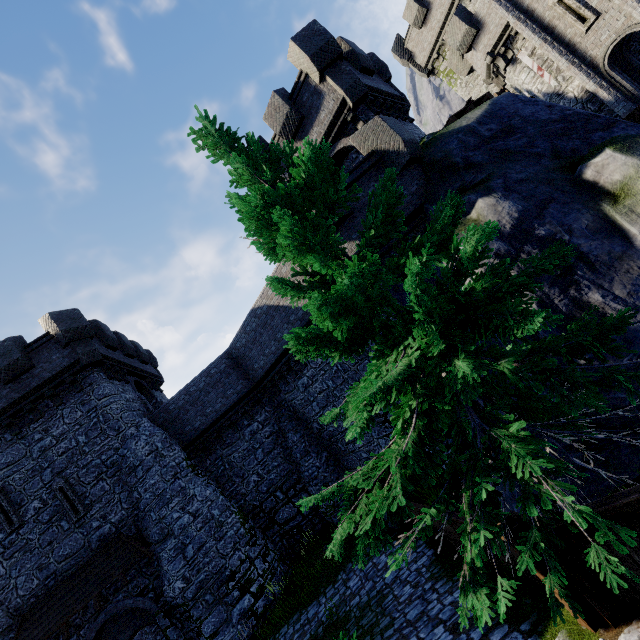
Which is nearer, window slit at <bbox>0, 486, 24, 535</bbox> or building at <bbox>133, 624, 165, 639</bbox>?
window slit at <bbox>0, 486, 24, 535</bbox>

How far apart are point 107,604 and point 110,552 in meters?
2.1

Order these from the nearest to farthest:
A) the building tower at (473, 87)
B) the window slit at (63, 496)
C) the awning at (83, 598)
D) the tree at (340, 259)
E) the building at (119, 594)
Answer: the tree at (340, 259), the awning at (83, 598), the building at (119, 594), the window slit at (63, 496), the building tower at (473, 87)

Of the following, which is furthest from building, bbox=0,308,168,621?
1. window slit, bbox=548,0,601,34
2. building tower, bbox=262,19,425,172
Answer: window slit, bbox=548,0,601,34

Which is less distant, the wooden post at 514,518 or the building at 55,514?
the wooden post at 514,518

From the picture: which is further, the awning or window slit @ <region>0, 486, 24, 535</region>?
window slit @ <region>0, 486, 24, 535</region>

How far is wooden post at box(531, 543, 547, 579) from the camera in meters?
3.9 m

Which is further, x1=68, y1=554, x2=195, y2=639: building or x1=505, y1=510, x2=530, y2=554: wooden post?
x1=68, y1=554, x2=195, y2=639: building
